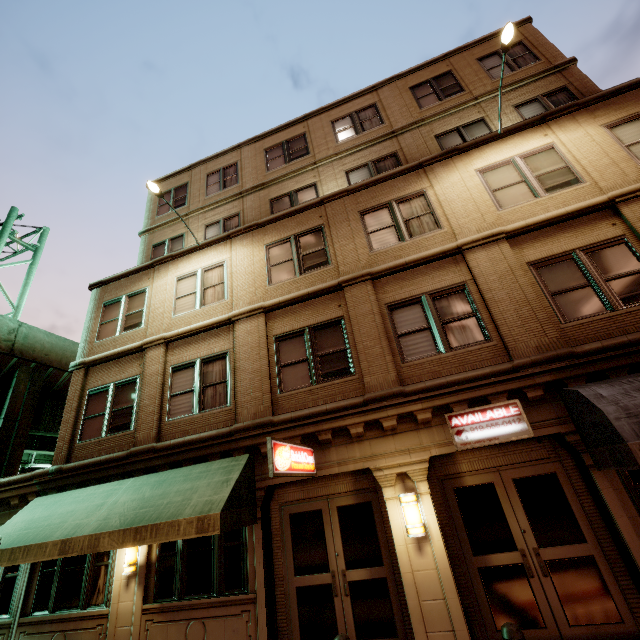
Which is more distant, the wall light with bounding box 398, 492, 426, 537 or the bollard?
the wall light with bounding box 398, 492, 426, 537

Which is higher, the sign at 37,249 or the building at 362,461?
the sign at 37,249

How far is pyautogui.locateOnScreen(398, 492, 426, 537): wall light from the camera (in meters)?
6.30

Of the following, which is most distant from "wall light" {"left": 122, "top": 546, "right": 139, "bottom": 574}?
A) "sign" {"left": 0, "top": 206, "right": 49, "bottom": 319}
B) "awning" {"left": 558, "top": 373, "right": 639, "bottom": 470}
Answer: "sign" {"left": 0, "top": 206, "right": 49, "bottom": 319}

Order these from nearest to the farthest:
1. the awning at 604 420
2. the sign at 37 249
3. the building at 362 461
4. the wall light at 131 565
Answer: the awning at 604 420 → the building at 362 461 → the wall light at 131 565 → the sign at 37 249

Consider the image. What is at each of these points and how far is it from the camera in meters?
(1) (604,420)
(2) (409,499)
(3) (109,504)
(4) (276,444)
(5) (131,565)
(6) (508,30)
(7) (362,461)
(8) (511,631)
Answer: (1) awning, 5.2 m
(2) wall light, 6.5 m
(3) awning, 7.8 m
(4) sign, 5.9 m
(5) wall light, 7.8 m
(6) street light, 7.9 m
(7) building, 7.2 m
(8) bollard, 3.6 m

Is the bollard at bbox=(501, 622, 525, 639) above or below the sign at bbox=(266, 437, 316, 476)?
below

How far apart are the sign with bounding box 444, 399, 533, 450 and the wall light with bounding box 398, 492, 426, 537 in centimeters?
121cm
